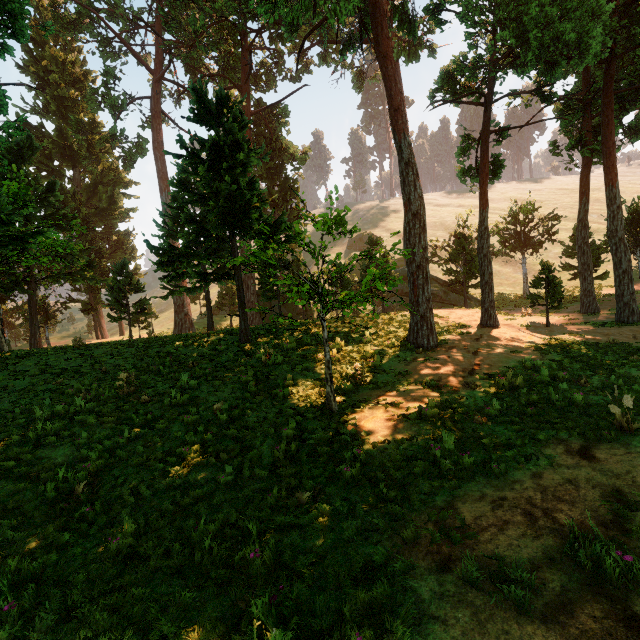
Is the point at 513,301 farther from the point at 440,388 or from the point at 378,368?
the point at 440,388
